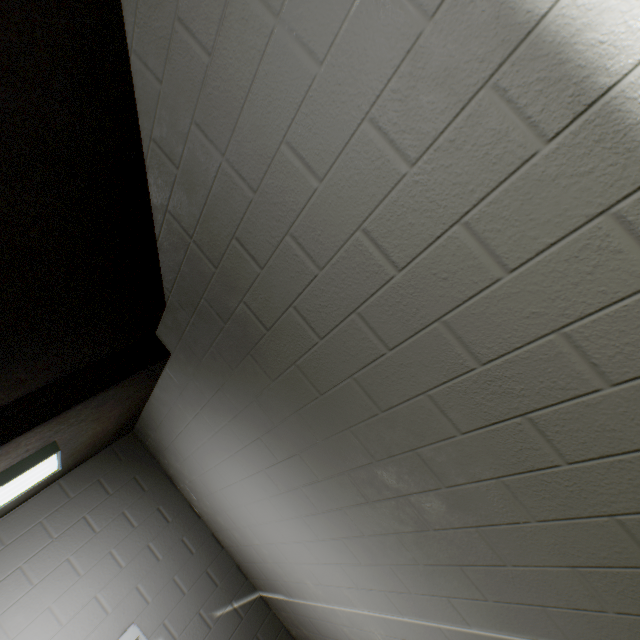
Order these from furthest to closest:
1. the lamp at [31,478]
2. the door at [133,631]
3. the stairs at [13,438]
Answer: the door at [133,631] → the lamp at [31,478] → the stairs at [13,438]

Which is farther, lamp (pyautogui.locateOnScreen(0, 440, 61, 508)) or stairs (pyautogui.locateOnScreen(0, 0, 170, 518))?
lamp (pyautogui.locateOnScreen(0, 440, 61, 508))

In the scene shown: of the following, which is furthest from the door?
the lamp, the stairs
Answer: the lamp

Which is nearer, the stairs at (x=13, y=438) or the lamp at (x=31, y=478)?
the stairs at (x=13, y=438)

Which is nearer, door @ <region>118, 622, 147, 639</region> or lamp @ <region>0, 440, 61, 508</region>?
lamp @ <region>0, 440, 61, 508</region>

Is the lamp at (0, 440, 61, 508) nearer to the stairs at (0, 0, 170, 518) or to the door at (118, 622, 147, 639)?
the stairs at (0, 0, 170, 518)

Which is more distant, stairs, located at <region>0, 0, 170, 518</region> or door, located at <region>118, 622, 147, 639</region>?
door, located at <region>118, 622, 147, 639</region>

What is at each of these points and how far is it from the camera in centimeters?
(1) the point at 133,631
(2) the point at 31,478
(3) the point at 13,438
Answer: (1) door, 229cm
(2) lamp, 178cm
(3) stairs, 132cm
